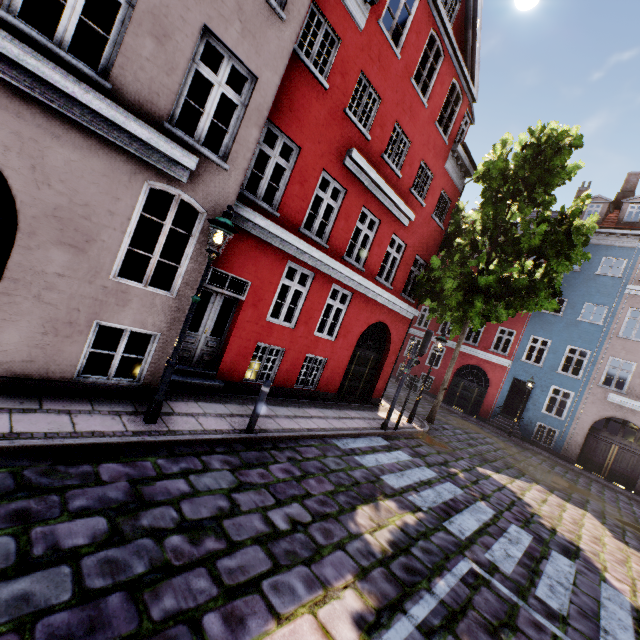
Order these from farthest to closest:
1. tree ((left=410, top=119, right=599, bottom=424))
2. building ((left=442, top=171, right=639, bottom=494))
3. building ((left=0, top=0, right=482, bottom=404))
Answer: building ((left=442, top=171, right=639, bottom=494)) → tree ((left=410, top=119, right=599, bottom=424)) → building ((left=0, top=0, right=482, bottom=404))

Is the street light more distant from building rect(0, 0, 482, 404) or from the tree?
the tree

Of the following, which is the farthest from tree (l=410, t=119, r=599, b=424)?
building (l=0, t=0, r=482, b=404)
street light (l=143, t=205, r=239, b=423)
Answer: street light (l=143, t=205, r=239, b=423)

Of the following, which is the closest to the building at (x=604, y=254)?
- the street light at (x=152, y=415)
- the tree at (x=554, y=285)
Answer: the street light at (x=152, y=415)

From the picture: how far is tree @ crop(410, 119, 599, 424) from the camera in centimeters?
1173cm

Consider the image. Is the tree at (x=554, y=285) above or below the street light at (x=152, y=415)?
above

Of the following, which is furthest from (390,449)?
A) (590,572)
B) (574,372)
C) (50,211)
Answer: (574,372)

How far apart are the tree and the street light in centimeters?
1047cm
